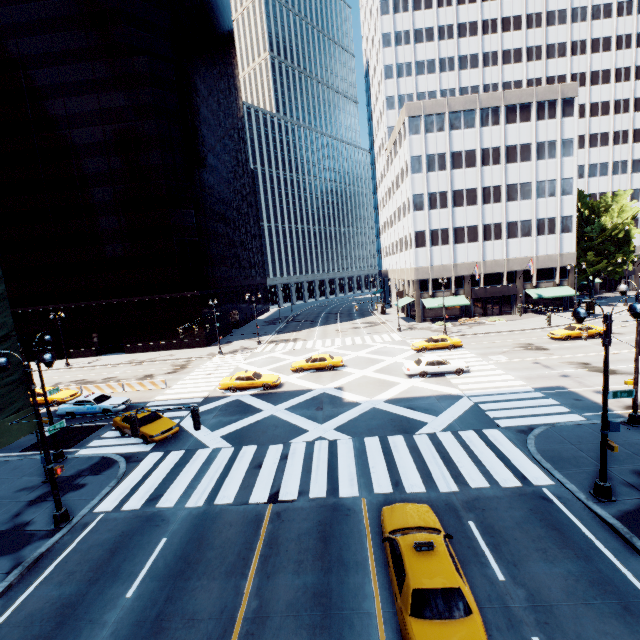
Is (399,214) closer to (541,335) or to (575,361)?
(541,335)

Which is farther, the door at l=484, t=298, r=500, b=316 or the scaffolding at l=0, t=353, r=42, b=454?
the door at l=484, t=298, r=500, b=316

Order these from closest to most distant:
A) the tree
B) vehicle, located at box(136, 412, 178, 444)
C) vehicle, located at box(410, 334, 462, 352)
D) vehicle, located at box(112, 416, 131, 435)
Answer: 1. vehicle, located at box(136, 412, 178, 444)
2. vehicle, located at box(112, 416, 131, 435)
3. vehicle, located at box(410, 334, 462, 352)
4. the tree

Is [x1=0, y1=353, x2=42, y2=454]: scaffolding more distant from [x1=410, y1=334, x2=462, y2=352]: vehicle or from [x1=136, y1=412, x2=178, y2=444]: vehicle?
[x1=410, y1=334, x2=462, y2=352]: vehicle

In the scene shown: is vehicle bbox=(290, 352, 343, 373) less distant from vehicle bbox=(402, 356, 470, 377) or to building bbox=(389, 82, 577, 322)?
vehicle bbox=(402, 356, 470, 377)

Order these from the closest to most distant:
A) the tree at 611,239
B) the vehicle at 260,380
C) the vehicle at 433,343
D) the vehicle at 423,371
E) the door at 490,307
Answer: the vehicle at 423,371 < the vehicle at 260,380 < the vehicle at 433,343 < the tree at 611,239 < the door at 490,307

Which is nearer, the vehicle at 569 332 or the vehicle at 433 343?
the vehicle at 569 332

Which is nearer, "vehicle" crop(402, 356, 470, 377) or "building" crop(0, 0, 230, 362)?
"vehicle" crop(402, 356, 470, 377)
